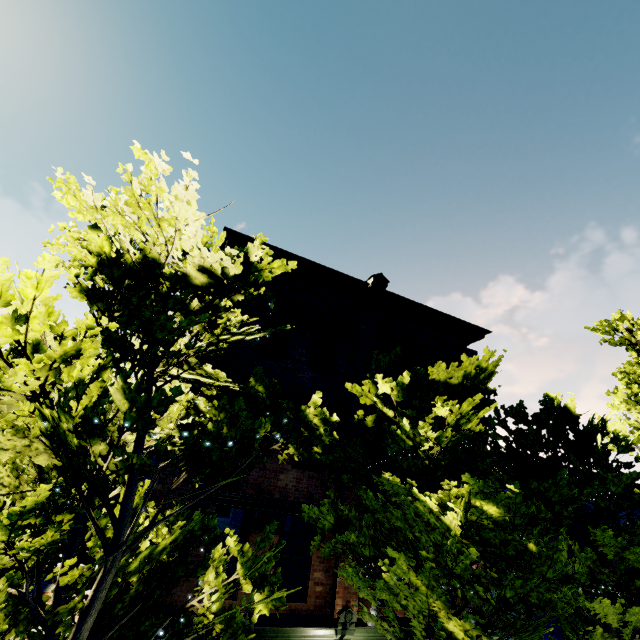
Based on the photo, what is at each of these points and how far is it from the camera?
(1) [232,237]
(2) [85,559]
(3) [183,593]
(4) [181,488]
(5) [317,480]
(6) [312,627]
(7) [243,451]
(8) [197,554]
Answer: (1) building, 10.8m
(2) building, 9.1m
(3) building, 7.3m
(4) building, 7.8m
(5) building, 9.4m
(6) building, 7.7m
(7) building, 9.0m
(8) building, 7.6m

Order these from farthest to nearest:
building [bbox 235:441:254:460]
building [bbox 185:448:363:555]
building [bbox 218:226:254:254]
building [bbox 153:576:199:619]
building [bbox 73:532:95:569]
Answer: building [bbox 218:226:254:254], building [bbox 235:441:254:460], building [bbox 185:448:363:555], building [bbox 73:532:95:569], building [bbox 153:576:199:619]

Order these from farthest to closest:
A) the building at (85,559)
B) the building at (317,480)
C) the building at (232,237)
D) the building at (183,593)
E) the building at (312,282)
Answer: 1. the building at (232,237)
2. the building at (312,282)
3. the building at (317,480)
4. the building at (85,559)
5. the building at (183,593)

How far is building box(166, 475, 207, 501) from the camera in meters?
7.7 m

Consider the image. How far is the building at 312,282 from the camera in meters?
10.0 m

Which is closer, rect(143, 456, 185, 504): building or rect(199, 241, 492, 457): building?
rect(143, 456, 185, 504): building

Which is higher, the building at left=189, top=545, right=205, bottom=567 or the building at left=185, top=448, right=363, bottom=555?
the building at left=185, top=448, right=363, bottom=555
